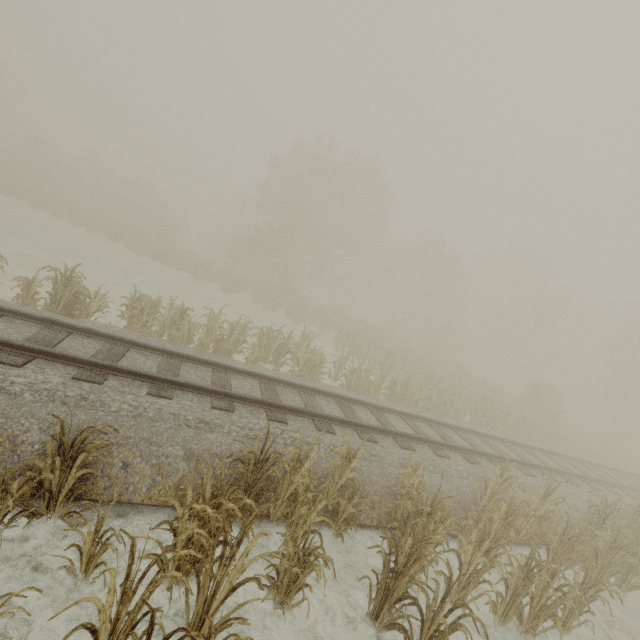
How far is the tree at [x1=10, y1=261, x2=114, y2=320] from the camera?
8.81m

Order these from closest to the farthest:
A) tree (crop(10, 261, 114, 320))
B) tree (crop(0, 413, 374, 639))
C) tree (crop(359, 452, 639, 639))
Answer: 1. tree (crop(0, 413, 374, 639))
2. tree (crop(359, 452, 639, 639))
3. tree (crop(10, 261, 114, 320))

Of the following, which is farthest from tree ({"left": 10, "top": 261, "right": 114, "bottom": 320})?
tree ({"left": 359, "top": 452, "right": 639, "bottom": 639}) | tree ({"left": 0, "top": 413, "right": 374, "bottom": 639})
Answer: tree ({"left": 359, "top": 452, "right": 639, "bottom": 639})

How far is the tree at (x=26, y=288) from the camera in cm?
881

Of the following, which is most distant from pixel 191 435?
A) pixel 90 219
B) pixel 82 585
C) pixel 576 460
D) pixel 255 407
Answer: pixel 90 219

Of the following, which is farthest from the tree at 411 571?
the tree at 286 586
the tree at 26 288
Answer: the tree at 26 288

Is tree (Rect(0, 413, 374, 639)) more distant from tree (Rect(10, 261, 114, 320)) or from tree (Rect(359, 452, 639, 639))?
tree (Rect(10, 261, 114, 320))
